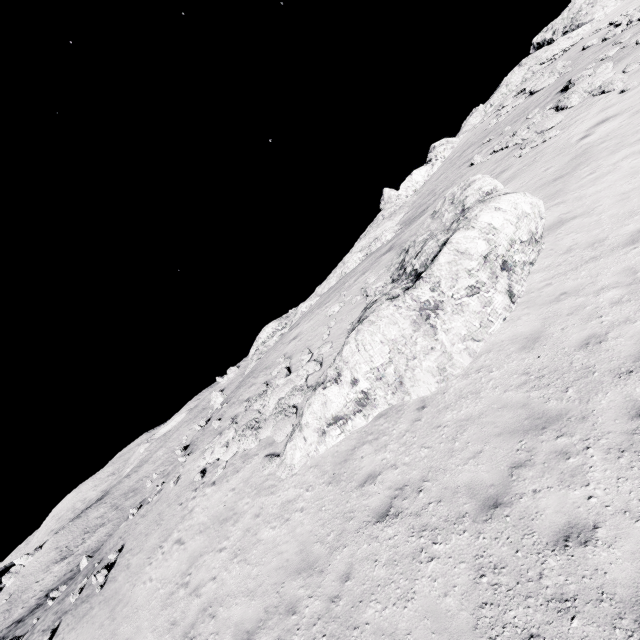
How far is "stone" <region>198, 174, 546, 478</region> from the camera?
9.01m

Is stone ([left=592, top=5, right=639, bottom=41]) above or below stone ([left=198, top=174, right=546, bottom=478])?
above

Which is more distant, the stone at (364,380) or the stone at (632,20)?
the stone at (632,20)

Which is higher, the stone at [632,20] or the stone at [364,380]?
the stone at [632,20]

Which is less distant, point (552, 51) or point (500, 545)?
point (500, 545)

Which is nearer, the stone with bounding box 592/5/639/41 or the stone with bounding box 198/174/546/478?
the stone with bounding box 198/174/546/478
